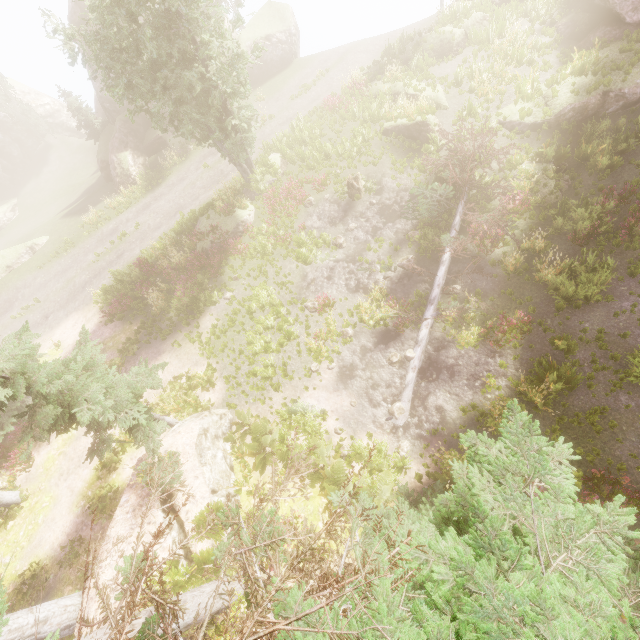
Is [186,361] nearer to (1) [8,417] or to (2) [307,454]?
(2) [307,454]

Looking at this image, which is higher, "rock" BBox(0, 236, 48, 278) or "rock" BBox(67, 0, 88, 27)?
"rock" BBox(67, 0, 88, 27)

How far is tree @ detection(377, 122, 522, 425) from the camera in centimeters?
1316cm

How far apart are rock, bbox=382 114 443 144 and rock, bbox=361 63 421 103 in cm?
145

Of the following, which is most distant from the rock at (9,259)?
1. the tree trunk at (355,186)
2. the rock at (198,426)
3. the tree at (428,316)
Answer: the tree at (428,316)

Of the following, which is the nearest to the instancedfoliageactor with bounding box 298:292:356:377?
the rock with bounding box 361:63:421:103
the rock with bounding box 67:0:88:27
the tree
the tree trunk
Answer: the rock with bounding box 67:0:88:27

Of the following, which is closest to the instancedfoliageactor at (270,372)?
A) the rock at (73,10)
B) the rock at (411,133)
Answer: the rock at (73,10)
